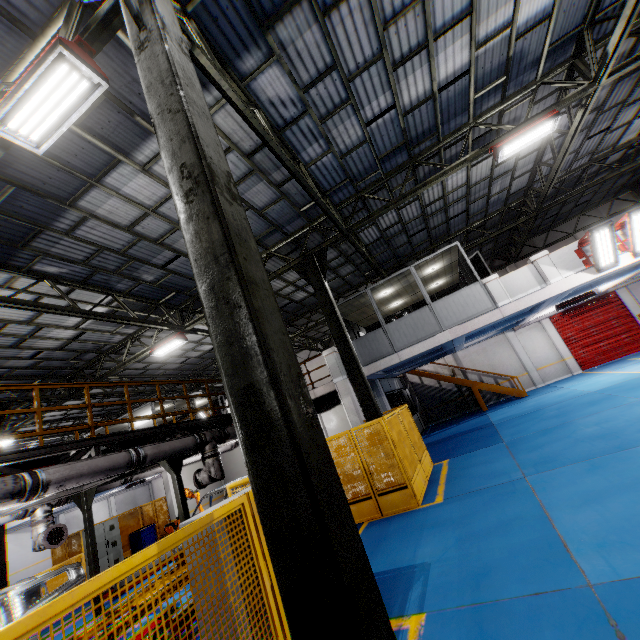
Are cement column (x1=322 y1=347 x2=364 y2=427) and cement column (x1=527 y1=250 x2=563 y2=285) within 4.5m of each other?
no

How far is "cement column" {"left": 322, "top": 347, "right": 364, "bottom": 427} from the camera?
12.8m

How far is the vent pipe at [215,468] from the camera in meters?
9.3

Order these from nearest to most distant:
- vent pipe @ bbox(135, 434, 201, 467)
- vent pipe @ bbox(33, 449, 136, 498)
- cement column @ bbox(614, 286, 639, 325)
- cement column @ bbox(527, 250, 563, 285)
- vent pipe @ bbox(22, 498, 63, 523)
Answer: vent pipe @ bbox(33, 449, 136, 498)
vent pipe @ bbox(135, 434, 201, 467)
vent pipe @ bbox(22, 498, 63, 523)
cement column @ bbox(527, 250, 563, 285)
cement column @ bbox(614, 286, 639, 325)

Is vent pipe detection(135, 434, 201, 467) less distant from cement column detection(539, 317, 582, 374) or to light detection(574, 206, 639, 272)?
light detection(574, 206, 639, 272)

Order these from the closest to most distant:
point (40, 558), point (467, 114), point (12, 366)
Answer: point (467, 114) < point (12, 366) < point (40, 558)

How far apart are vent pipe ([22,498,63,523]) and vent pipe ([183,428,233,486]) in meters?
3.6
